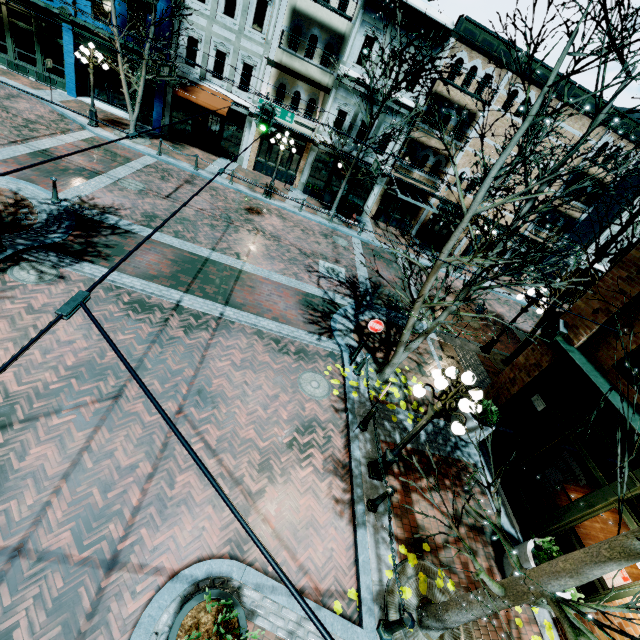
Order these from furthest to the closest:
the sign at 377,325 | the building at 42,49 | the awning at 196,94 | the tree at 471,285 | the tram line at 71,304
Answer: the awning at 196,94 → the building at 42,49 → the sign at 377,325 → the tree at 471,285 → the tram line at 71,304

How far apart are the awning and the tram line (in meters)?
20.92

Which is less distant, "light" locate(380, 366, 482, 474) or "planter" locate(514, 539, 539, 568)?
"light" locate(380, 366, 482, 474)

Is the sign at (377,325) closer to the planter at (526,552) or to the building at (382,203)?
the planter at (526,552)

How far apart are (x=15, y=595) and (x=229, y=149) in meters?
23.1

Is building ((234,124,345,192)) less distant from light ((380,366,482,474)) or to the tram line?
light ((380,366,482,474))

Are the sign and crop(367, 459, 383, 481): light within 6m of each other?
yes

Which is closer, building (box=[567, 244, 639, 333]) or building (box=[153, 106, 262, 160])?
building (box=[567, 244, 639, 333])
